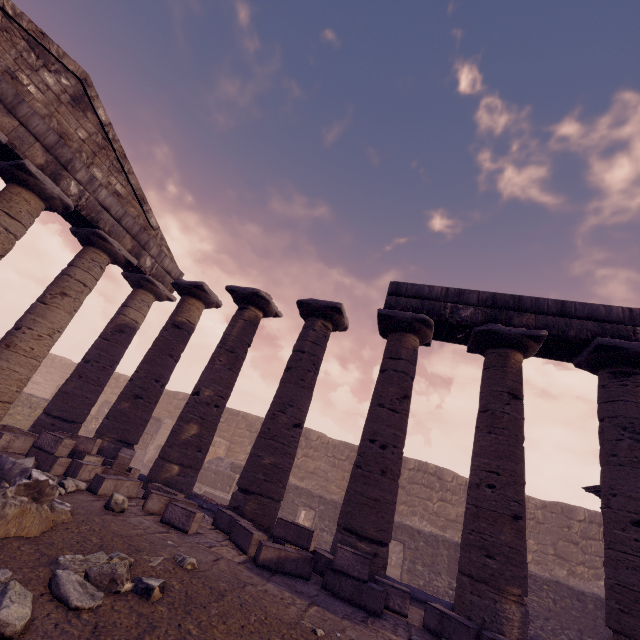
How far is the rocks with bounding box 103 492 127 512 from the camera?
4.8 meters

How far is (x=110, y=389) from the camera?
25.69m

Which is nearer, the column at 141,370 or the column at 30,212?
the column at 30,212

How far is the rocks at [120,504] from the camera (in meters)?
4.78

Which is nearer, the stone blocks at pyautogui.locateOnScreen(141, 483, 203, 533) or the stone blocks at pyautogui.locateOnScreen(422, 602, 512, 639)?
the stone blocks at pyautogui.locateOnScreen(422, 602, 512, 639)

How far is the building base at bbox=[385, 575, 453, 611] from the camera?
5.7 meters

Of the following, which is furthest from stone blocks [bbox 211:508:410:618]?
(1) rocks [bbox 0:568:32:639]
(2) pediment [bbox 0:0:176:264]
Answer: (2) pediment [bbox 0:0:176:264]

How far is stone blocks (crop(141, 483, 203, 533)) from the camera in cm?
503
